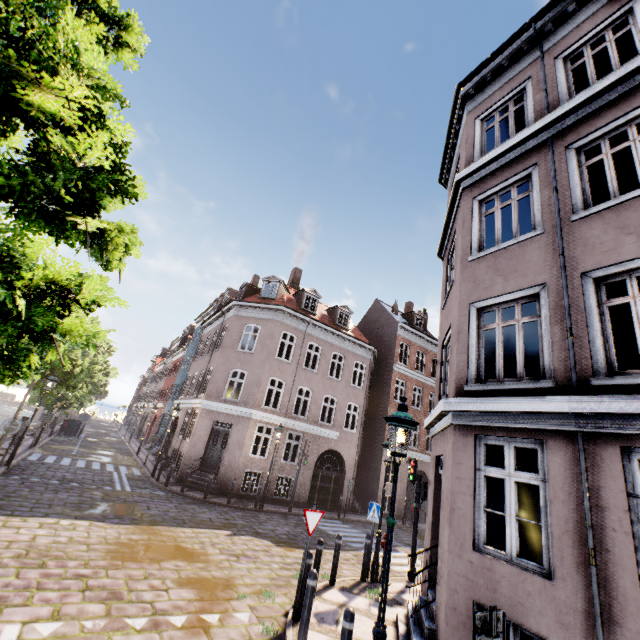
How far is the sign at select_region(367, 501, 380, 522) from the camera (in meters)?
9.57

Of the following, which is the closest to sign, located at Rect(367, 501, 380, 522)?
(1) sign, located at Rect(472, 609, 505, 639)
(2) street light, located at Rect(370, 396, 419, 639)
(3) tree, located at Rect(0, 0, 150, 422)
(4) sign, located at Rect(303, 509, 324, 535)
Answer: (2) street light, located at Rect(370, 396, 419, 639)

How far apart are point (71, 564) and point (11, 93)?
8.39m

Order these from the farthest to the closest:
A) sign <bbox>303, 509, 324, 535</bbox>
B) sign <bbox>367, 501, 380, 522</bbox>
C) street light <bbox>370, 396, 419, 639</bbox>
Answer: sign <bbox>367, 501, 380, 522</bbox>, sign <bbox>303, 509, 324, 535</bbox>, street light <bbox>370, 396, 419, 639</bbox>

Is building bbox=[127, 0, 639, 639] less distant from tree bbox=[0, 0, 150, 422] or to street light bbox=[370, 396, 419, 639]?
street light bbox=[370, 396, 419, 639]

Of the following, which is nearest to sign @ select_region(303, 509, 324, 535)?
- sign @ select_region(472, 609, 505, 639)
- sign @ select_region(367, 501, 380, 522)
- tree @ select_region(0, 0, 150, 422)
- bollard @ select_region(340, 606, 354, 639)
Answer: bollard @ select_region(340, 606, 354, 639)

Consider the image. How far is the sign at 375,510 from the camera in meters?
9.6

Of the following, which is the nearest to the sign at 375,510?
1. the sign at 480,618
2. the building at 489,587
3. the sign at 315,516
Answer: the building at 489,587
